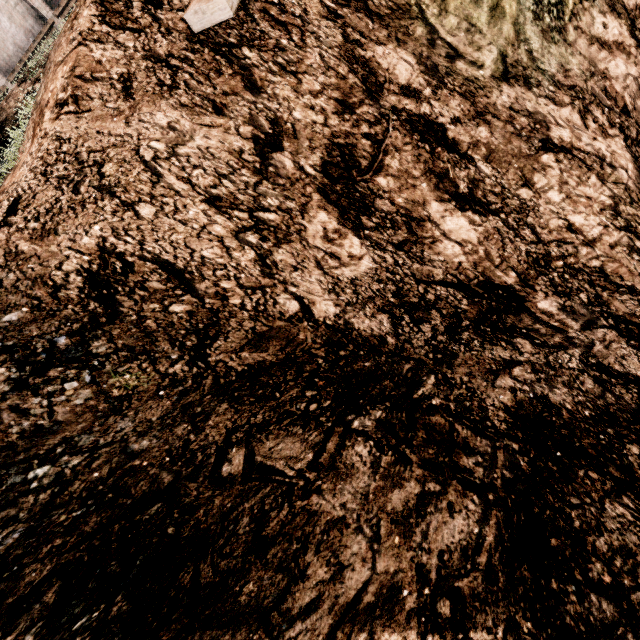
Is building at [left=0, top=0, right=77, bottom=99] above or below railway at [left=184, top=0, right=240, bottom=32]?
above

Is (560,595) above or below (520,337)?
above

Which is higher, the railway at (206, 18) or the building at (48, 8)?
the building at (48, 8)

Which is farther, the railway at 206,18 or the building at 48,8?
the building at 48,8

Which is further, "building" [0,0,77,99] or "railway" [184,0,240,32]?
"building" [0,0,77,99]
